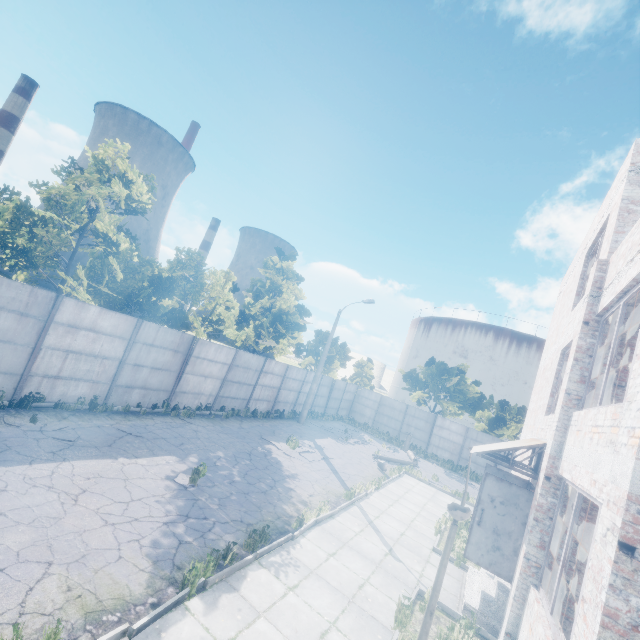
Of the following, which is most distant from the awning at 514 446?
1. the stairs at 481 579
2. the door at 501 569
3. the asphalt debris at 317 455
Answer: the asphalt debris at 317 455

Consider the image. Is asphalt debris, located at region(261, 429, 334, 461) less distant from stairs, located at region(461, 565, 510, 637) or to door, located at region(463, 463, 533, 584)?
stairs, located at region(461, 565, 510, 637)

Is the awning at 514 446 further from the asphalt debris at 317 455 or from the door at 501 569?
the asphalt debris at 317 455

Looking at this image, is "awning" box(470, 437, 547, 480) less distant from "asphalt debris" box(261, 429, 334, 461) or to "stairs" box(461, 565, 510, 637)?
"stairs" box(461, 565, 510, 637)

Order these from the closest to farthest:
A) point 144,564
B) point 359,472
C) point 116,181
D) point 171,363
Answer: point 144,564 < point 116,181 < point 171,363 < point 359,472

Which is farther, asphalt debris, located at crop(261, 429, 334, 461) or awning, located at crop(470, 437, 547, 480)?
asphalt debris, located at crop(261, 429, 334, 461)

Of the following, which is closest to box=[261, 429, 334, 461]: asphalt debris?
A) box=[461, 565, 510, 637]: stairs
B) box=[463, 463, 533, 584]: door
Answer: box=[461, 565, 510, 637]: stairs

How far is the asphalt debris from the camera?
15.5 meters
